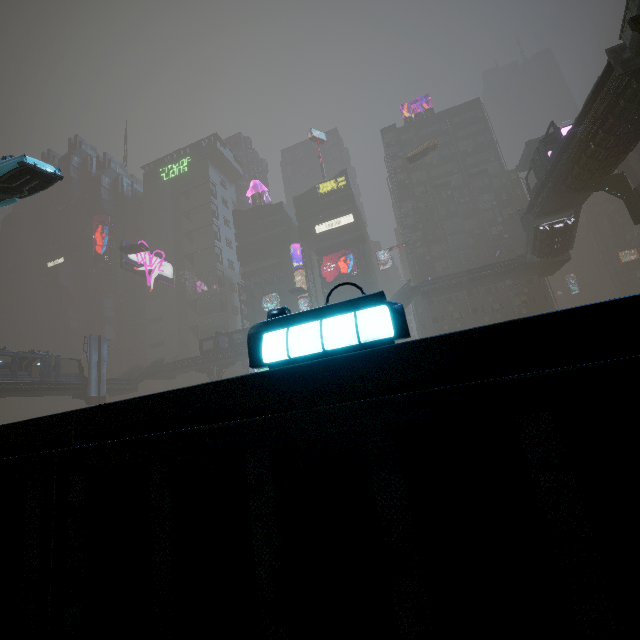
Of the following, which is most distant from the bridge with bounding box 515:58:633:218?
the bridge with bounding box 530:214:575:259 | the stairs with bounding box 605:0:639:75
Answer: the bridge with bounding box 530:214:575:259

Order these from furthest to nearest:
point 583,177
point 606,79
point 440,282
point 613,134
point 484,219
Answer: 1. point 484,219
2. point 440,282
3. point 583,177
4. point 613,134
5. point 606,79

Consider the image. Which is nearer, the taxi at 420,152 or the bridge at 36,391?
the bridge at 36,391

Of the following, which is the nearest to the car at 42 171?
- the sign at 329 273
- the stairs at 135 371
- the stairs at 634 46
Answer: the stairs at 634 46

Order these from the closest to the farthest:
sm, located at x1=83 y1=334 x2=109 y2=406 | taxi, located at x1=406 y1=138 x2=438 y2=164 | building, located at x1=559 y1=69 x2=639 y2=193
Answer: building, located at x1=559 y1=69 x2=639 y2=193, sm, located at x1=83 y1=334 x2=109 y2=406, taxi, located at x1=406 y1=138 x2=438 y2=164

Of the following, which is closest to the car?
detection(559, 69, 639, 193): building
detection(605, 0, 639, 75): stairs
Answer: detection(559, 69, 639, 193): building

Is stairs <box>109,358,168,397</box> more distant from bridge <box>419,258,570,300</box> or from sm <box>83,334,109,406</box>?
bridge <box>419,258,570,300</box>
